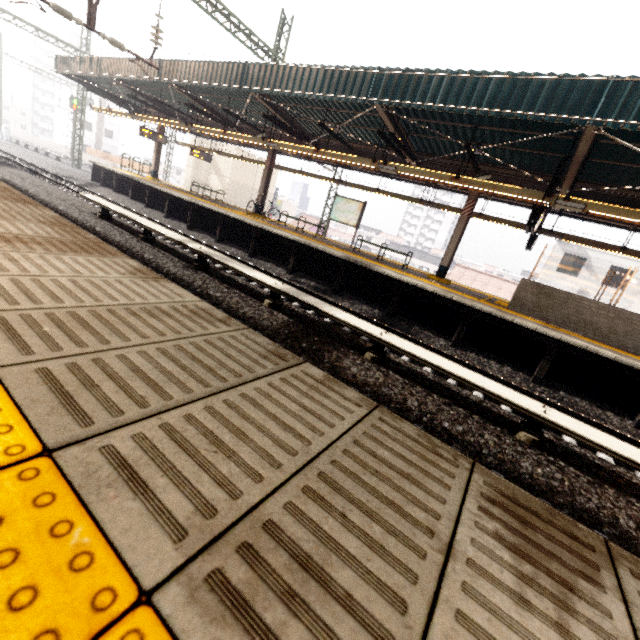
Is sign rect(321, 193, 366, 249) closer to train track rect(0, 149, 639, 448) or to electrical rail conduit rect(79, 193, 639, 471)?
train track rect(0, 149, 639, 448)

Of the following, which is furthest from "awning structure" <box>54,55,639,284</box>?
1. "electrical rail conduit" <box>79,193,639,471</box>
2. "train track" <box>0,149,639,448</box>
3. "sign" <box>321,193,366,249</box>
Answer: "electrical rail conduit" <box>79,193,639,471</box>

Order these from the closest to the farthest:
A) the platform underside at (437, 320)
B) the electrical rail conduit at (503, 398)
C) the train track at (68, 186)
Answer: the electrical rail conduit at (503, 398) < the train track at (68, 186) < the platform underside at (437, 320)

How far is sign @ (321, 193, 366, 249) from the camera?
13.6 meters

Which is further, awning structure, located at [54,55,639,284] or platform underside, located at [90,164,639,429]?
platform underside, located at [90,164,639,429]

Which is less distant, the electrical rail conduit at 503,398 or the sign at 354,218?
the electrical rail conduit at 503,398

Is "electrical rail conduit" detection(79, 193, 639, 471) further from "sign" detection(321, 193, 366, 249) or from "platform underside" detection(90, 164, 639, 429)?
"sign" detection(321, 193, 366, 249)

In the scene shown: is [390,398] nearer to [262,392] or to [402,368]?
[402,368]
